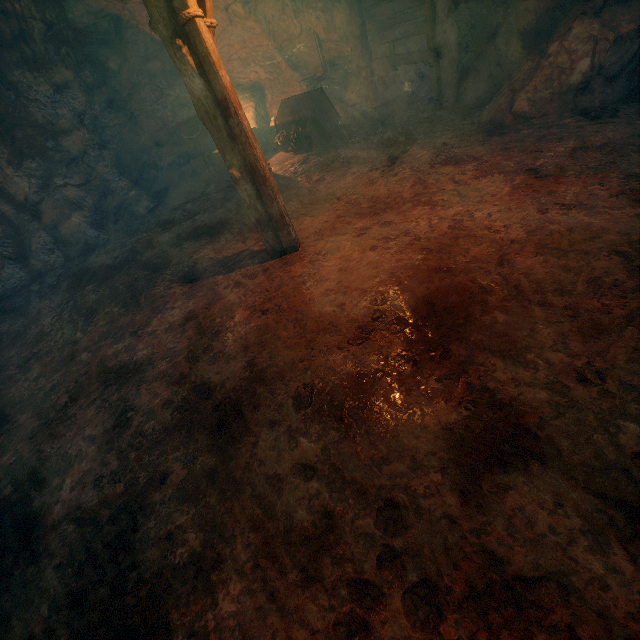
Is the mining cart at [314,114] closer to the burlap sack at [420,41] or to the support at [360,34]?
the burlap sack at [420,41]

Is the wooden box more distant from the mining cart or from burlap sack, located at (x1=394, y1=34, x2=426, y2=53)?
the mining cart

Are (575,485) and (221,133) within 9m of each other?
yes

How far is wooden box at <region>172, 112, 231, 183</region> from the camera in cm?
903

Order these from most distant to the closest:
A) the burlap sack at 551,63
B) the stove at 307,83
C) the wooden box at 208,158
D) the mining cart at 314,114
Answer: the stove at 307,83 → the wooden box at 208,158 → the mining cart at 314,114 → the burlap sack at 551,63

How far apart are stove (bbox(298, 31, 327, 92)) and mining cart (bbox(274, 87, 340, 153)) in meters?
1.7 m

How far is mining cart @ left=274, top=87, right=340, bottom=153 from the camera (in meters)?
8.51

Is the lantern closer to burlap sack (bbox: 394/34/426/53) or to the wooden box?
burlap sack (bbox: 394/34/426/53)
